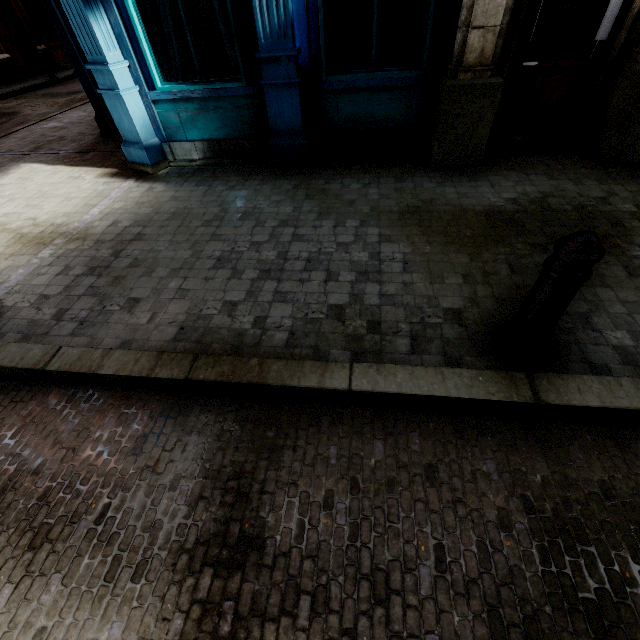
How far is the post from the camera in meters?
1.7

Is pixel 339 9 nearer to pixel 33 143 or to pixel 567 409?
pixel 567 409

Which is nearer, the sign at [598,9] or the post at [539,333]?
the post at [539,333]

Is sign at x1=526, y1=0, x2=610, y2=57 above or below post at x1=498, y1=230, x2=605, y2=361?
above

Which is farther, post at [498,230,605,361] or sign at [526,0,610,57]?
sign at [526,0,610,57]

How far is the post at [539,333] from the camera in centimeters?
174cm
